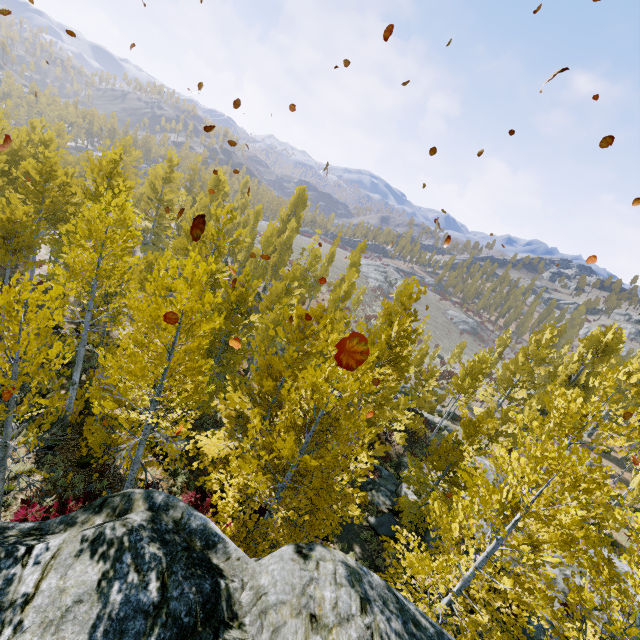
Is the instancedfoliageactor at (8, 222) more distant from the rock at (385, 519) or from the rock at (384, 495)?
the rock at (385, 519)

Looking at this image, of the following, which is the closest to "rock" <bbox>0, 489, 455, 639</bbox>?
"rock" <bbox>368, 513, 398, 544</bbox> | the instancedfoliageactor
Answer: the instancedfoliageactor

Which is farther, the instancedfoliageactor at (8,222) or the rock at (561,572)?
the rock at (561,572)

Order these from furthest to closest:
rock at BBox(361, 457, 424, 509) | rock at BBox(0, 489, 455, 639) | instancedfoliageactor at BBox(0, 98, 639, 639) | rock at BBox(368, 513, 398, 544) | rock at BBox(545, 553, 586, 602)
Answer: rock at BBox(361, 457, 424, 509) → rock at BBox(368, 513, 398, 544) → rock at BBox(545, 553, 586, 602) → instancedfoliageactor at BBox(0, 98, 639, 639) → rock at BBox(0, 489, 455, 639)

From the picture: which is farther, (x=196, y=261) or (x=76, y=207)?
(x=196, y=261)

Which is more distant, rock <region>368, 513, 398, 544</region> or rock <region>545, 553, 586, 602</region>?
rock <region>368, 513, 398, 544</region>

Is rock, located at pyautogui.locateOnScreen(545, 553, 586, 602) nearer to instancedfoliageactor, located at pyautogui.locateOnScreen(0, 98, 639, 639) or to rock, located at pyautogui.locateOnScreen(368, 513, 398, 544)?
instancedfoliageactor, located at pyautogui.locateOnScreen(0, 98, 639, 639)
